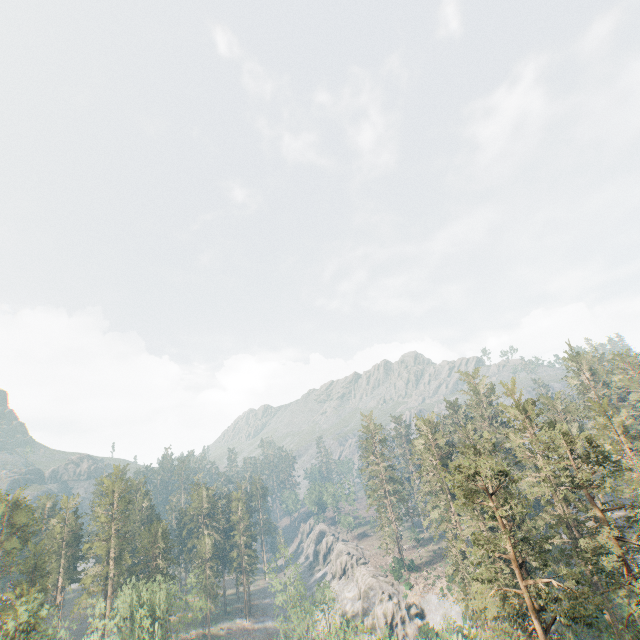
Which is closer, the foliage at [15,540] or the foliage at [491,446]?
the foliage at [491,446]

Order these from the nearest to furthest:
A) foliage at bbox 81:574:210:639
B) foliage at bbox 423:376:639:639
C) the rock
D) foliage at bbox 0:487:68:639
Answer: foliage at bbox 423:376:639:639
foliage at bbox 0:487:68:639
foliage at bbox 81:574:210:639
the rock

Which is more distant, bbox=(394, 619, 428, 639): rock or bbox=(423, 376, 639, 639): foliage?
bbox=(394, 619, 428, 639): rock

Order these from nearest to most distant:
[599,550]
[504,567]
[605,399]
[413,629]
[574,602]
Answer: [574,602] < [504,567] < [599,550] < [605,399] < [413,629]

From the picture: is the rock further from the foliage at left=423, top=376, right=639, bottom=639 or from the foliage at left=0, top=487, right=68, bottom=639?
the foliage at left=0, top=487, right=68, bottom=639

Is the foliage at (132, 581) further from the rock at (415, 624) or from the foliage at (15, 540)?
the rock at (415, 624)

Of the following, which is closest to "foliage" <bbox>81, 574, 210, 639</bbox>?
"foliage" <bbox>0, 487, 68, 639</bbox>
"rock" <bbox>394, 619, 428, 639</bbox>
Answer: "foliage" <bbox>0, 487, 68, 639</bbox>
